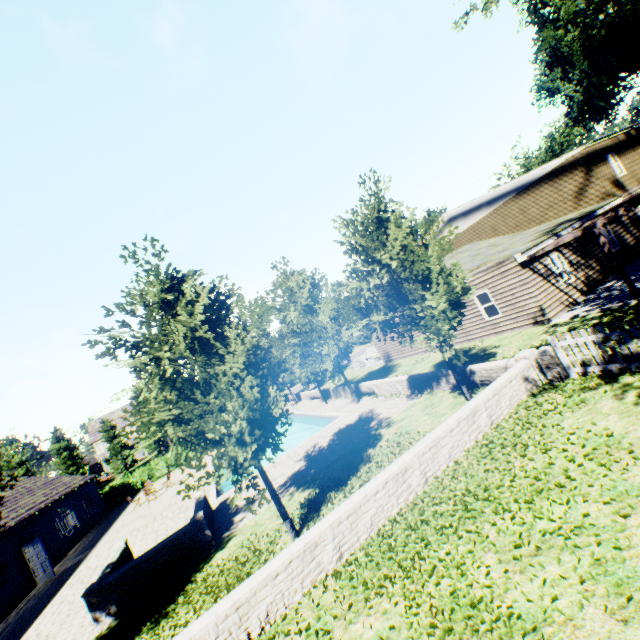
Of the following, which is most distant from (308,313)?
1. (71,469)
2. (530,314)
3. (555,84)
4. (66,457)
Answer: (66,457)

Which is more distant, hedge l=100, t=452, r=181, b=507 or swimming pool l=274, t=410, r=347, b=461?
hedge l=100, t=452, r=181, b=507

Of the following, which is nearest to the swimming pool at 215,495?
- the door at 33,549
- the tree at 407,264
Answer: the tree at 407,264

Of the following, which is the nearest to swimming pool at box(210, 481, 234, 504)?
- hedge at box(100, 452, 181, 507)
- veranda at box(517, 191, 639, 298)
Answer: hedge at box(100, 452, 181, 507)

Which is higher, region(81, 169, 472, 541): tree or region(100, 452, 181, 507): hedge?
region(81, 169, 472, 541): tree

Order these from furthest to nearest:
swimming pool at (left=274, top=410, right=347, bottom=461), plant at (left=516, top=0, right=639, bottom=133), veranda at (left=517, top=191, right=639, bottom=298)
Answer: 1. plant at (left=516, top=0, right=639, bottom=133)
2. swimming pool at (left=274, top=410, right=347, bottom=461)
3. veranda at (left=517, top=191, right=639, bottom=298)

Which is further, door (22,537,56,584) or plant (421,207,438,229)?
plant (421,207,438,229)

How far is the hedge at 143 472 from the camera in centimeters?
3084cm
